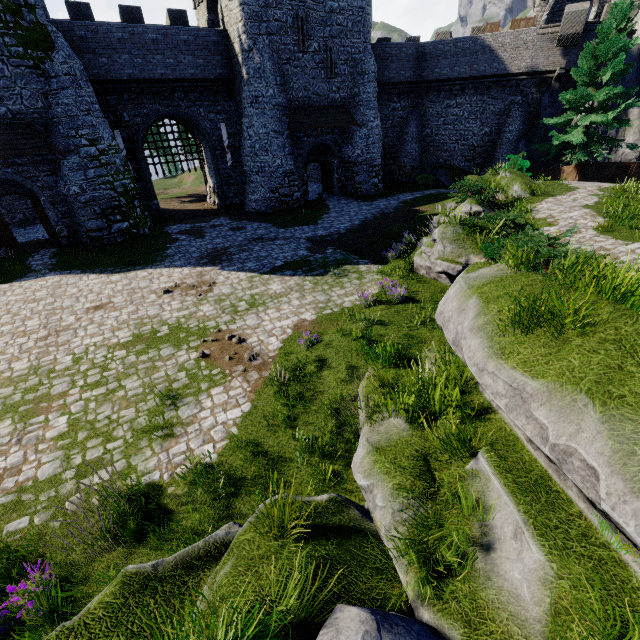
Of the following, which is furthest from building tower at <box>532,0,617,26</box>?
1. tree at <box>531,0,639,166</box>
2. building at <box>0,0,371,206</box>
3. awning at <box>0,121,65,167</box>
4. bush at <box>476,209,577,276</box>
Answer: awning at <box>0,121,65,167</box>

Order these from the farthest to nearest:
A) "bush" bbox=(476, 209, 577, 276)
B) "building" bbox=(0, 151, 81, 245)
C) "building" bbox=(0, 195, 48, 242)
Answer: "building" bbox=(0, 195, 48, 242)
"building" bbox=(0, 151, 81, 245)
"bush" bbox=(476, 209, 577, 276)

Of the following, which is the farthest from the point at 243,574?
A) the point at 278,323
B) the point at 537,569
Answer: the point at 278,323

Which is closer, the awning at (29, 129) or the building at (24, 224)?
the awning at (29, 129)

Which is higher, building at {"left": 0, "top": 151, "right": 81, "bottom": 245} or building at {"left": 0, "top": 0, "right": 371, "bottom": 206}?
building at {"left": 0, "top": 0, "right": 371, "bottom": 206}

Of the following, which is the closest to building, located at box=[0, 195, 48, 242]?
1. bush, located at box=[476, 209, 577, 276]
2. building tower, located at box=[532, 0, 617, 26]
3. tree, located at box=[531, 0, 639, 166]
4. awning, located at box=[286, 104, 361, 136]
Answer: awning, located at box=[286, 104, 361, 136]
